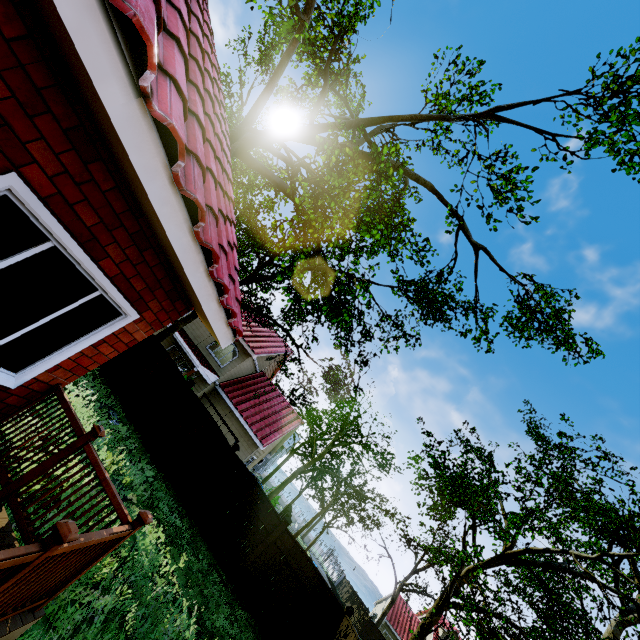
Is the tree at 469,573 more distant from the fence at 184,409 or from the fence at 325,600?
the fence at 184,409

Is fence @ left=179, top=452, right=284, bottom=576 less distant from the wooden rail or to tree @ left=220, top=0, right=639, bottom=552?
tree @ left=220, top=0, right=639, bottom=552

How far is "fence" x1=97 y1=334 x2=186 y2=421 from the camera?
12.0m

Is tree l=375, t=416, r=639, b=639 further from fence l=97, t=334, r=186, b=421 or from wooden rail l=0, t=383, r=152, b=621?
wooden rail l=0, t=383, r=152, b=621

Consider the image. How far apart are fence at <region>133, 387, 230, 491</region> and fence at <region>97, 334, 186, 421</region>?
0.1 meters

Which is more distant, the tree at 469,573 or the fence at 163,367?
the fence at 163,367

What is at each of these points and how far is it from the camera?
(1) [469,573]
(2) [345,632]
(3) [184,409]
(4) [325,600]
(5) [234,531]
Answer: (1) tree, 9.6 meters
(2) fence, 8.6 meters
(3) fence, 12.0 meters
(4) fence, 9.7 meters
(5) fence, 10.3 meters

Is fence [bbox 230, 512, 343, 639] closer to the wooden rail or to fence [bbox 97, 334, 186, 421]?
fence [bbox 97, 334, 186, 421]
